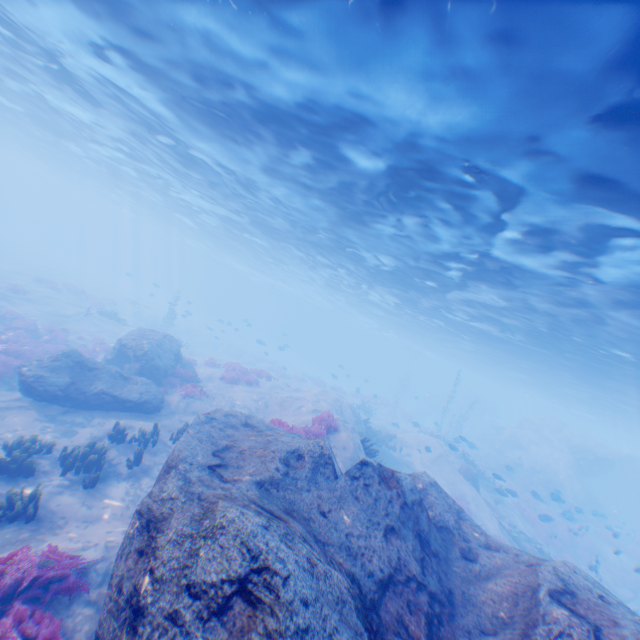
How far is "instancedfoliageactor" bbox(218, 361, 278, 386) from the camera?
20.9 meters

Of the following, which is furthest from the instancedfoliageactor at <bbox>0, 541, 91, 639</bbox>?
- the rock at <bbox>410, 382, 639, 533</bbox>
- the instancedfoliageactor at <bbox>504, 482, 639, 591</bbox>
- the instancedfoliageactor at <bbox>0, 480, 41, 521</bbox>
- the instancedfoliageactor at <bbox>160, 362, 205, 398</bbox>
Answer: the instancedfoliageactor at <bbox>504, 482, 639, 591</bbox>

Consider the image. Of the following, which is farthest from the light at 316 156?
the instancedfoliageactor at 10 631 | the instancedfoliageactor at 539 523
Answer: the instancedfoliageactor at 10 631

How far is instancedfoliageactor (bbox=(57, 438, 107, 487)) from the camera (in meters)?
9.02

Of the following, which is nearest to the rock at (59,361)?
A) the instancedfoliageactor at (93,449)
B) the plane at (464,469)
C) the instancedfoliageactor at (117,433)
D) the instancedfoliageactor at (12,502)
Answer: the instancedfoliageactor at (117,433)

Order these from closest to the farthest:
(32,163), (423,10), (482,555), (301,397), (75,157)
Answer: (423,10)
(482,555)
(301,397)
(75,157)
(32,163)

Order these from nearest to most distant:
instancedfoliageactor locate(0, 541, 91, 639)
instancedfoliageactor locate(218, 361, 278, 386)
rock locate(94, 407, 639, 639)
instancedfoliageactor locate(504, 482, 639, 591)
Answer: rock locate(94, 407, 639, 639), instancedfoliageactor locate(0, 541, 91, 639), instancedfoliageactor locate(504, 482, 639, 591), instancedfoliageactor locate(218, 361, 278, 386)

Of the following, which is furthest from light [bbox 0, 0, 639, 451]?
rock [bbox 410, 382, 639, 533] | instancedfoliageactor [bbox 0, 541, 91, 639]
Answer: instancedfoliageactor [bbox 0, 541, 91, 639]
